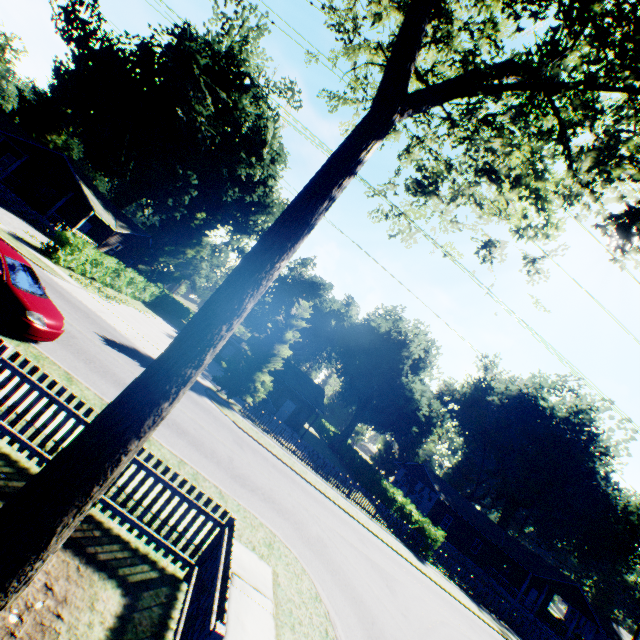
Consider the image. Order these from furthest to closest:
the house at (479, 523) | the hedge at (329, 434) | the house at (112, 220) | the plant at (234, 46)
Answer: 1. the hedge at (329, 434)
2. the house at (479, 523)
3. the plant at (234, 46)
4. the house at (112, 220)

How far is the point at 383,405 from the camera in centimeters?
4197cm

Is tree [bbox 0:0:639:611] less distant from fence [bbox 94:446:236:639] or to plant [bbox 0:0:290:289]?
fence [bbox 94:446:236:639]

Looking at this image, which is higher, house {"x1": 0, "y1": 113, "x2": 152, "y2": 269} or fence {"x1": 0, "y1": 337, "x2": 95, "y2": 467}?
house {"x1": 0, "y1": 113, "x2": 152, "y2": 269}

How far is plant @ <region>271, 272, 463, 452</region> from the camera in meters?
40.3

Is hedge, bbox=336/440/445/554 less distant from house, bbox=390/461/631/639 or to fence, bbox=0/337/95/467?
house, bbox=390/461/631/639

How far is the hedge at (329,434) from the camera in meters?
51.2 m

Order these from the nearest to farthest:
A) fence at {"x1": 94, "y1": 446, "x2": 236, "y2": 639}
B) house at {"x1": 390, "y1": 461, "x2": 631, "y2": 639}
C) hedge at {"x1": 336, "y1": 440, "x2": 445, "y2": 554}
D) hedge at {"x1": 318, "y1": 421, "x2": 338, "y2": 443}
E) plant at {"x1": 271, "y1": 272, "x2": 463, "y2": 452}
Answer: fence at {"x1": 94, "y1": 446, "x2": 236, "y2": 639} → hedge at {"x1": 336, "y1": 440, "x2": 445, "y2": 554} → house at {"x1": 390, "y1": 461, "x2": 631, "y2": 639} → plant at {"x1": 271, "y1": 272, "x2": 463, "y2": 452} → hedge at {"x1": 318, "y1": 421, "x2": 338, "y2": 443}
